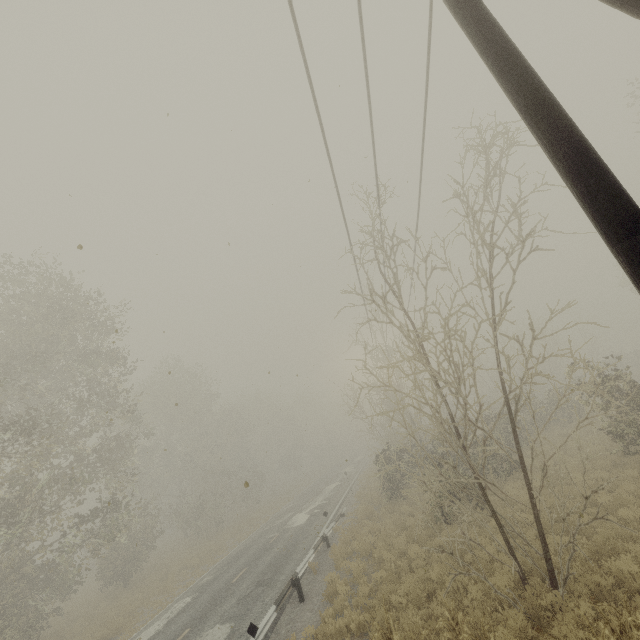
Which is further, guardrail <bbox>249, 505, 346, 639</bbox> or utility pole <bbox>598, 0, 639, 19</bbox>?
guardrail <bbox>249, 505, 346, 639</bbox>

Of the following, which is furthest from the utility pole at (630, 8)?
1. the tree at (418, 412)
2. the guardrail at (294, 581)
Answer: the guardrail at (294, 581)

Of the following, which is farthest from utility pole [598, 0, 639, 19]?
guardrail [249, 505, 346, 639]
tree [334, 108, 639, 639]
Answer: guardrail [249, 505, 346, 639]

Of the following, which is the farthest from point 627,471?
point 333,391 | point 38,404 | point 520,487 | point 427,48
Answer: point 38,404

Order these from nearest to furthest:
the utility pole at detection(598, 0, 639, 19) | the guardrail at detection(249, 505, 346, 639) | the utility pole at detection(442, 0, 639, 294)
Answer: the utility pole at detection(442, 0, 639, 294)
the utility pole at detection(598, 0, 639, 19)
the guardrail at detection(249, 505, 346, 639)

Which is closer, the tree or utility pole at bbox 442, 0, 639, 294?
utility pole at bbox 442, 0, 639, 294

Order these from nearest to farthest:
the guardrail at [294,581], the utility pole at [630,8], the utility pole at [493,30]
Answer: the utility pole at [493,30], the utility pole at [630,8], the guardrail at [294,581]
